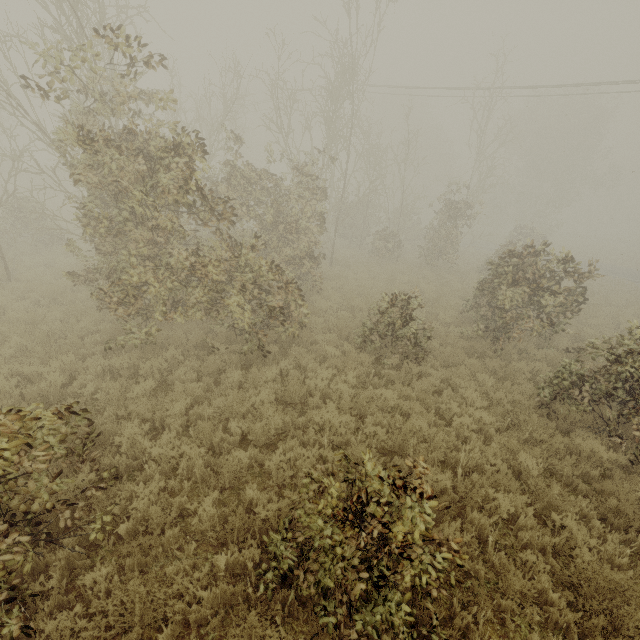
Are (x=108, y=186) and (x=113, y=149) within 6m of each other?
yes
